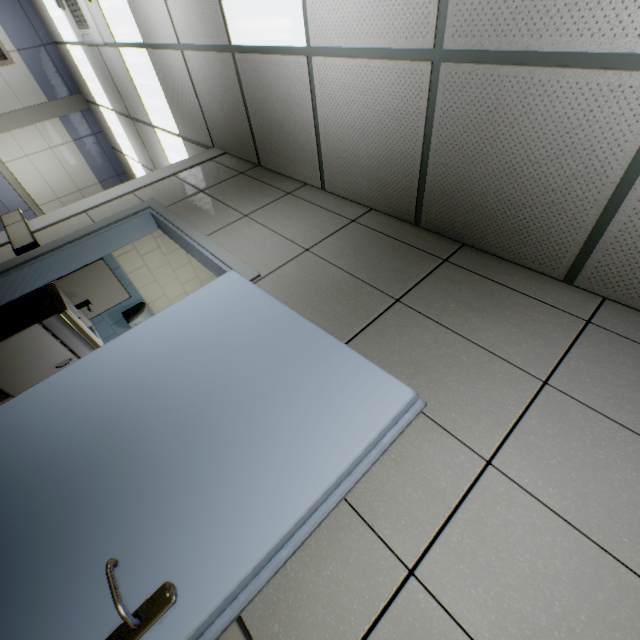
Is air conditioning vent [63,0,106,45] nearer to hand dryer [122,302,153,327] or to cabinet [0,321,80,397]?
hand dryer [122,302,153,327]

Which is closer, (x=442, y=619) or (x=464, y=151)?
(x=442, y=619)

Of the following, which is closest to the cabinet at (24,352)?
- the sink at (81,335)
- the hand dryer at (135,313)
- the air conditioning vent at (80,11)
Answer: the sink at (81,335)

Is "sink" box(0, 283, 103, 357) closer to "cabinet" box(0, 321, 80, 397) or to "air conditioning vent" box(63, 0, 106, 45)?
"cabinet" box(0, 321, 80, 397)

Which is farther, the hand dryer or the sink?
the hand dryer

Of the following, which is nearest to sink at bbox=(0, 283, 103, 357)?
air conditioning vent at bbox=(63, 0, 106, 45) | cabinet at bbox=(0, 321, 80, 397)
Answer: cabinet at bbox=(0, 321, 80, 397)

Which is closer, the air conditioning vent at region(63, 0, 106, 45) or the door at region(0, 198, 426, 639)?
the door at region(0, 198, 426, 639)

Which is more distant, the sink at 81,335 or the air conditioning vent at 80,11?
the air conditioning vent at 80,11
